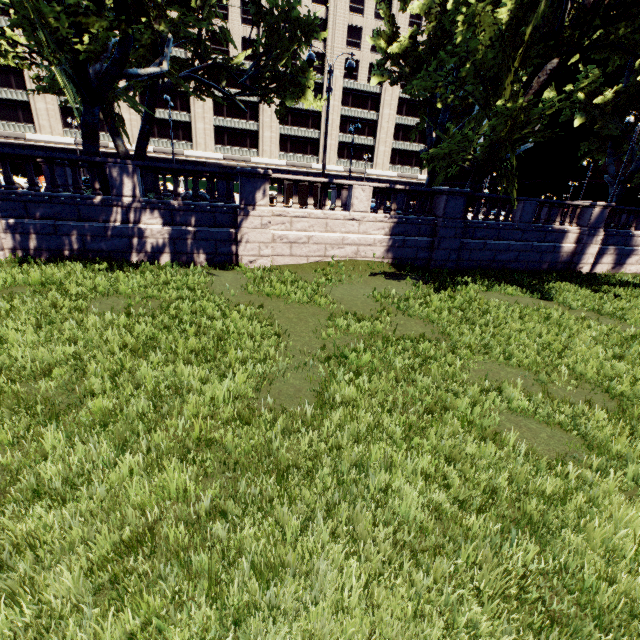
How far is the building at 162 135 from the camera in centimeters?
4681cm

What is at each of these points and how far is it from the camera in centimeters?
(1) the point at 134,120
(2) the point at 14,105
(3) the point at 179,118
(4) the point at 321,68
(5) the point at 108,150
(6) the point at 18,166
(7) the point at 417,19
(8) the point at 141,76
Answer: (1) building, 4597cm
(2) building, 4269cm
(3) building, 4759cm
(4) building, 5022cm
(5) building, 4594cm
(6) building, 4459cm
(7) building, 5116cm
(8) tree, 1359cm

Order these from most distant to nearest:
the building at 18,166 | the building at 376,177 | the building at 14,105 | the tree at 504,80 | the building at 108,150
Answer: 1. the building at 376,177
2. the building at 108,150
3. the building at 18,166
4. the building at 14,105
5. the tree at 504,80

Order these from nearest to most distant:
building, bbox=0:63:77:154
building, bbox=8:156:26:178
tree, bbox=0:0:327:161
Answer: tree, bbox=0:0:327:161 < building, bbox=0:63:77:154 < building, bbox=8:156:26:178

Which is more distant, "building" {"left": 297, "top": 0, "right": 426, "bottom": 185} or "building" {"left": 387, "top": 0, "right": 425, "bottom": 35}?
"building" {"left": 387, "top": 0, "right": 425, "bottom": 35}

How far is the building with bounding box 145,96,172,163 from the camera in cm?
4681

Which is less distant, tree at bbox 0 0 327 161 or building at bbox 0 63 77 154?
tree at bbox 0 0 327 161
